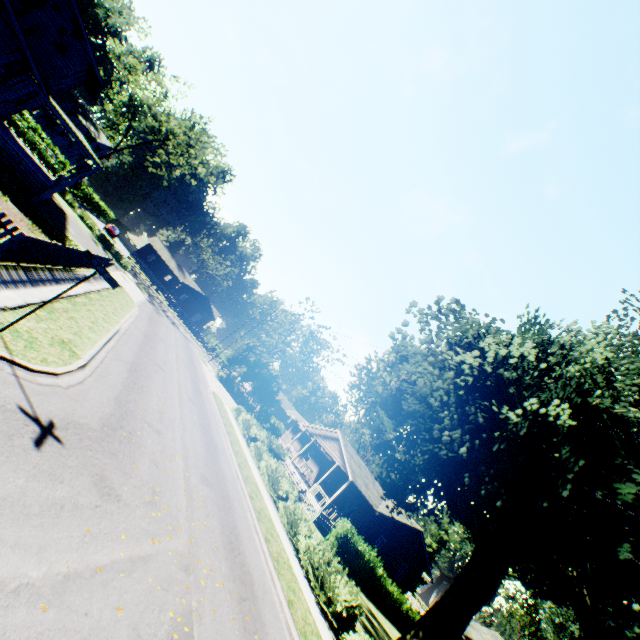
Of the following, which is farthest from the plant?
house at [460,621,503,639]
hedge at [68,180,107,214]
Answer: hedge at [68,180,107,214]

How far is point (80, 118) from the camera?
59.72m

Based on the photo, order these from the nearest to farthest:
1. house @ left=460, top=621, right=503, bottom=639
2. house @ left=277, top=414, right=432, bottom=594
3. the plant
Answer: the plant < house @ left=460, top=621, right=503, bottom=639 < house @ left=277, top=414, right=432, bottom=594

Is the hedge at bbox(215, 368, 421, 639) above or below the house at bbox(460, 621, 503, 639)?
below

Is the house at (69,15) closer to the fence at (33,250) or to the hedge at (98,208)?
the fence at (33,250)

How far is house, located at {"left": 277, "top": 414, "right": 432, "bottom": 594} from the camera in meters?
28.0 m

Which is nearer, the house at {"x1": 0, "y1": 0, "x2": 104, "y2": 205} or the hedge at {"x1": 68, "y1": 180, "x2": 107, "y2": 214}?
the house at {"x1": 0, "y1": 0, "x2": 104, "y2": 205}

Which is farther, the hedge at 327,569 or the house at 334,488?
the house at 334,488
